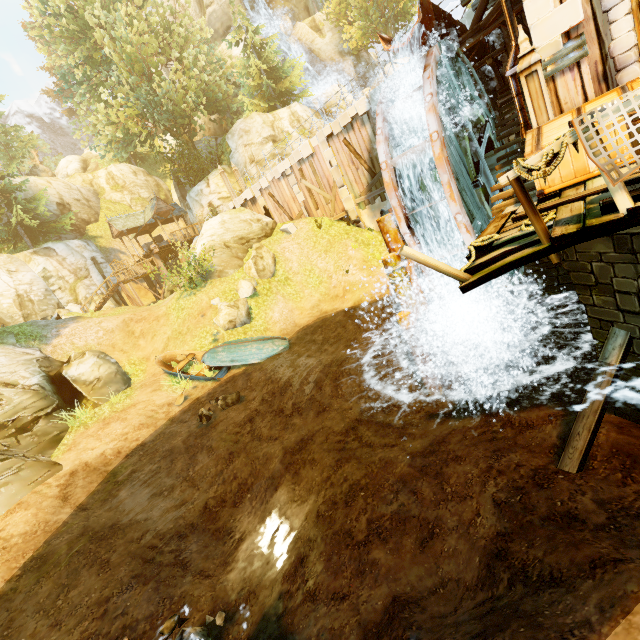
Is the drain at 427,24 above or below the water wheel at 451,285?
above

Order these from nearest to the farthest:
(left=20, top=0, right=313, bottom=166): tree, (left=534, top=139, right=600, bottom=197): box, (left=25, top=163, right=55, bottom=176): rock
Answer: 1. (left=534, top=139, right=600, bottom=197): box
2. (left=20, top=0, right=313, bottom=166): tree
3. (left=25, top=163, right=55, bottom=176): rock

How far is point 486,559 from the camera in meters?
4.3 m

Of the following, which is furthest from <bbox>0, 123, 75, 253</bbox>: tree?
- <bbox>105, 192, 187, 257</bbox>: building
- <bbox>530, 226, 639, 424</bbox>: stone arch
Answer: <bbox>530, 226, 639, 424</bbox>: stone arch

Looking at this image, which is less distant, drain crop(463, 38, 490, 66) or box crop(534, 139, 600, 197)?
box crop(534, 139, 600, 197)

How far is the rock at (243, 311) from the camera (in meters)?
15.72

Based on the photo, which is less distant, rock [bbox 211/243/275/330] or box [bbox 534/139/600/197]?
box [bbox 534/139/600/197]

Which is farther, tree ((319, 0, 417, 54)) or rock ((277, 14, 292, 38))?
rock ((277, 14, 292, 38))
